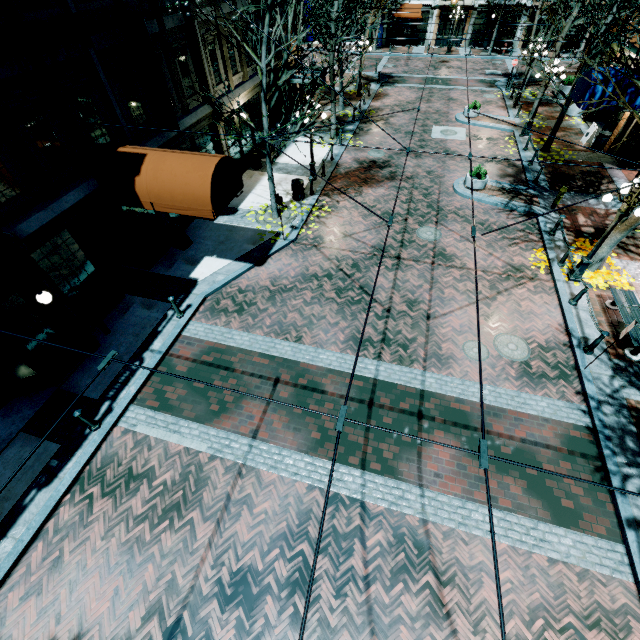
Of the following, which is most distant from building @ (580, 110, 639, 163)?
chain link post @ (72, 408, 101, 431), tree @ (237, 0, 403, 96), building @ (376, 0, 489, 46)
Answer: building @ (376, 0, 489, 46)

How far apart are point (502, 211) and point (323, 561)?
15.16m

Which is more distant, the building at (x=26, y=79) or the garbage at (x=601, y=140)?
the garbage at (x=601, y=140)

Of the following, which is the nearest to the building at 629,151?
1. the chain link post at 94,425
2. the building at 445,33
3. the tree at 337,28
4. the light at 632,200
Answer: the tree at 337,28

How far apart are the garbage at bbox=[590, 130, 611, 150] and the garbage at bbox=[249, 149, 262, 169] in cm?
1851

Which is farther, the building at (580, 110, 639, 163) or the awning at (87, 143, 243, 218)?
the building at (580, 110, 639, 163)

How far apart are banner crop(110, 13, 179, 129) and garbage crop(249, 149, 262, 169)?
6.32m

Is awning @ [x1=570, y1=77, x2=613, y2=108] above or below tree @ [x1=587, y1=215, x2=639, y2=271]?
above
